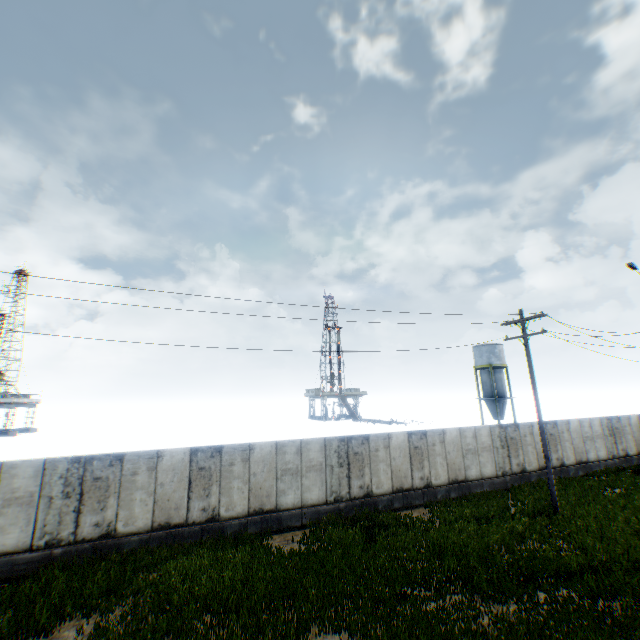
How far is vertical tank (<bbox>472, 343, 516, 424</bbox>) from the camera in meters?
44.7 m

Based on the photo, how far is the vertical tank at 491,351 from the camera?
44.69m

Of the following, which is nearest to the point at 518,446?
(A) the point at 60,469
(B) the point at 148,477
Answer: (B) the point at 148,477
